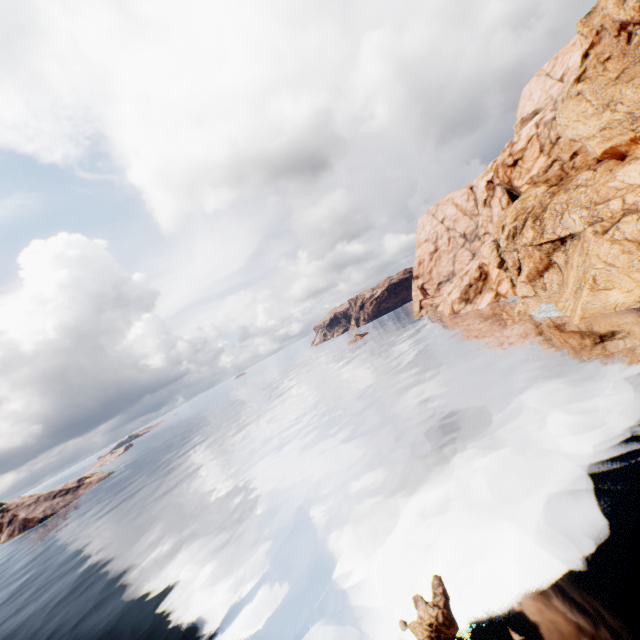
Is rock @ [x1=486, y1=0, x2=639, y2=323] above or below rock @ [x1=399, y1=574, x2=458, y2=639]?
above

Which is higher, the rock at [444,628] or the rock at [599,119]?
the rock at [599,119]

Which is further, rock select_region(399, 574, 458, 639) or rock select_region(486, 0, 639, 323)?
rock select_region(486, 0, 639, 323)

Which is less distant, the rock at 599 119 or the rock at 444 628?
the rock at 444 628

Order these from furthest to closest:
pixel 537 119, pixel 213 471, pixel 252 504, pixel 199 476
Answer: pixel 537 119, pixel 199 476, pixel 213 471, pixel 252 504
